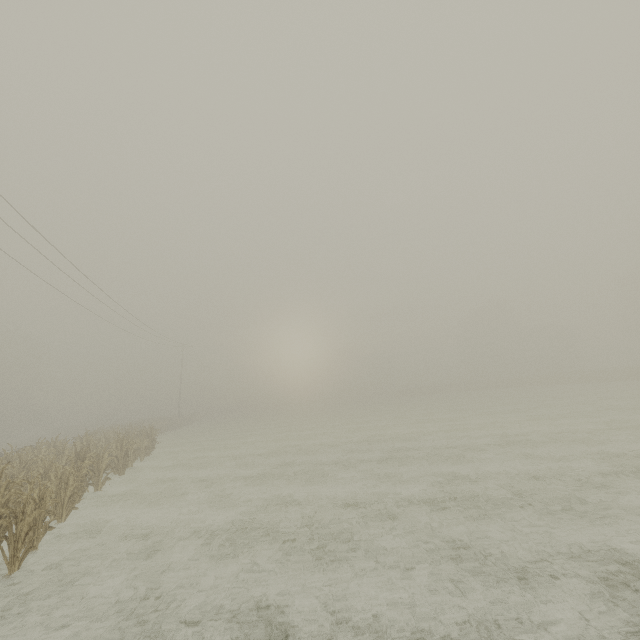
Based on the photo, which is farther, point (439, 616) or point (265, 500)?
point (265, 500)
